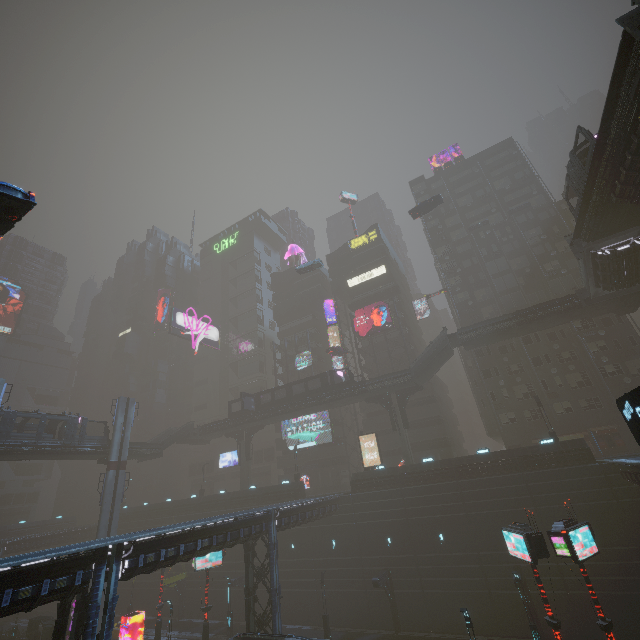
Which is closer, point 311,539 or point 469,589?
point 469,589

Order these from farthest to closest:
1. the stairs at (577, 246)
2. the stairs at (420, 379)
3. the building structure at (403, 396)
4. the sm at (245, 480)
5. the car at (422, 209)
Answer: the sm at (245, 480) → the car at (422, 209) → the building structure at (403, 396) → the stairs at (420, 379) → the stairs at (577, 246)

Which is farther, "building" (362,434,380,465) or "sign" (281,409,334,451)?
"sign" (281,409,334,451)

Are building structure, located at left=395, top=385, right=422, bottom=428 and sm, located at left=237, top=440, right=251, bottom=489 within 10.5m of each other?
no

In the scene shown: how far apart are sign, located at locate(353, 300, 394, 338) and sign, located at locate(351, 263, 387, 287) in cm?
555

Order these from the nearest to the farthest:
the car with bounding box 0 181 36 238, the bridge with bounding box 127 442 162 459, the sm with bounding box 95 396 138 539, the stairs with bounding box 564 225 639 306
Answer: the car with bounding box 0 181 36 238 → the stairs with bounding box 564 225 639 306 → the sm with bounding box 95 396 138 539 → the bridge with bounding box 127 442 162 459

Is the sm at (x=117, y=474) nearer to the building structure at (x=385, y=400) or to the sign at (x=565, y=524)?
the building structure at (x=385, y=400)

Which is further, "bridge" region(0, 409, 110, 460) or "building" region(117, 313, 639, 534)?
"building" region(117, 313, 639, 534)
